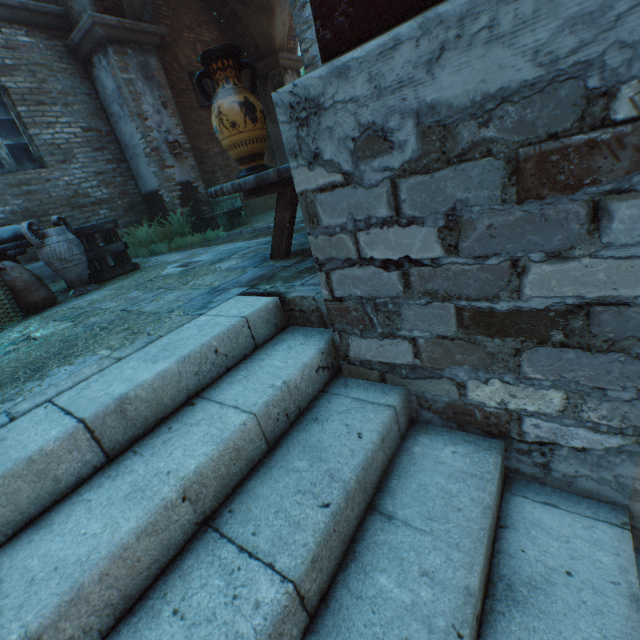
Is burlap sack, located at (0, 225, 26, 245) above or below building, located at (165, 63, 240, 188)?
below

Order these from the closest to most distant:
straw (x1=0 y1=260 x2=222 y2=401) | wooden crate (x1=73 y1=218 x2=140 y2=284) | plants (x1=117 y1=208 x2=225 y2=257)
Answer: straw (x1=0 y1=260 x2=222 y2=401) → wooden crate (x1=73 y1=218 x2=140 y2=284) → plants (x1=117 y1=208 x2=225 y2=257)

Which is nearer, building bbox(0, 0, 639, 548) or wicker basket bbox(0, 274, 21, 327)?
building bbox(0, 0, 639, 548)

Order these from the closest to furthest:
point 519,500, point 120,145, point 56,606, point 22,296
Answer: →
1. point 56,606
2. point 519,500
3. point 22,296
4. point 120,145

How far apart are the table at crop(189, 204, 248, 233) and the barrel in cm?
11

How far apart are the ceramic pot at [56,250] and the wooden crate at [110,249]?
0.13m

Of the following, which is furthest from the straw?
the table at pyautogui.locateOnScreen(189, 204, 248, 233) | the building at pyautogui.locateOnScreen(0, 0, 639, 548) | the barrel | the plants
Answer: the barrel

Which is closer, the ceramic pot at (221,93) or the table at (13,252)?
the ceramic pot at (221,93)
